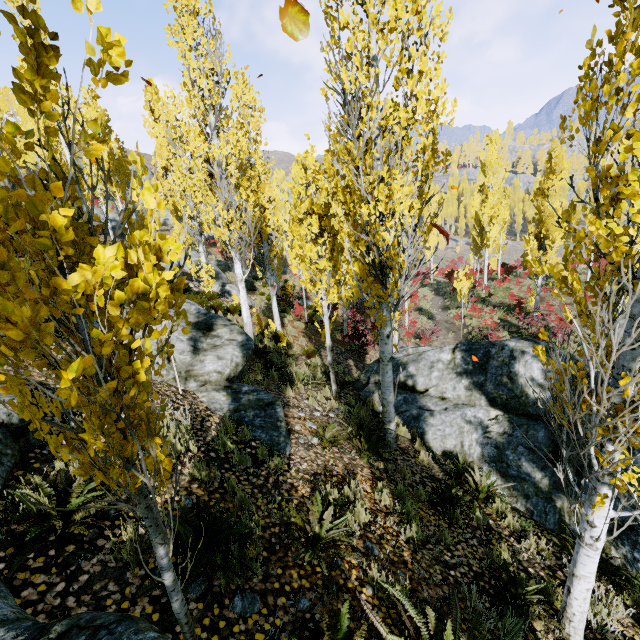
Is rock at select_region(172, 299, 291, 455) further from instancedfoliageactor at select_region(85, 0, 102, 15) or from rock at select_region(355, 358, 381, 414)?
rock at select_region(355, 358, 381, 414)

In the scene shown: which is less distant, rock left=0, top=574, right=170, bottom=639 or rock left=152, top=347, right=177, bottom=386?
rock left=0, top=574, right=170, bottom=639

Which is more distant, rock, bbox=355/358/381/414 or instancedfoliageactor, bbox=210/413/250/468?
rock, bbox=355/358/381/414

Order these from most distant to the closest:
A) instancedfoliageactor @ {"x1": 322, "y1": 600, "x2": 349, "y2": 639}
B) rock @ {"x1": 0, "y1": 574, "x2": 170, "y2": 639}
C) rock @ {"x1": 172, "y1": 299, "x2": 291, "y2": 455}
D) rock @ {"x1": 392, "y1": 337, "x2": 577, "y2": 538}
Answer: rock @ {"x1": 392, "y1": 337, "x2": 577, "y2": 538} → rock @ {"x1": 172, "y1": 299, "x2": 291, "y2": 455} → instancedfoliageactor @ {"x1": 322, "y1": 600, "x2": 349, "y2": 639} → rock @ {"x1": 0, "y1": 574, "x2": 170, "y2": 639}

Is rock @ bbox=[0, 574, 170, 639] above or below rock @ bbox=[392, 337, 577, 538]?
above

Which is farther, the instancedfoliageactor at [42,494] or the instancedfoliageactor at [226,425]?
the instancedfoliageactor at [226,425]

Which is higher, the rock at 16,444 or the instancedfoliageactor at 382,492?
the rock at 16,444

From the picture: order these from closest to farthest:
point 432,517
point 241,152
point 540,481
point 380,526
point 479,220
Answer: point 380,526
point 432,517
point 540,481
point 241,152
point 479,220
